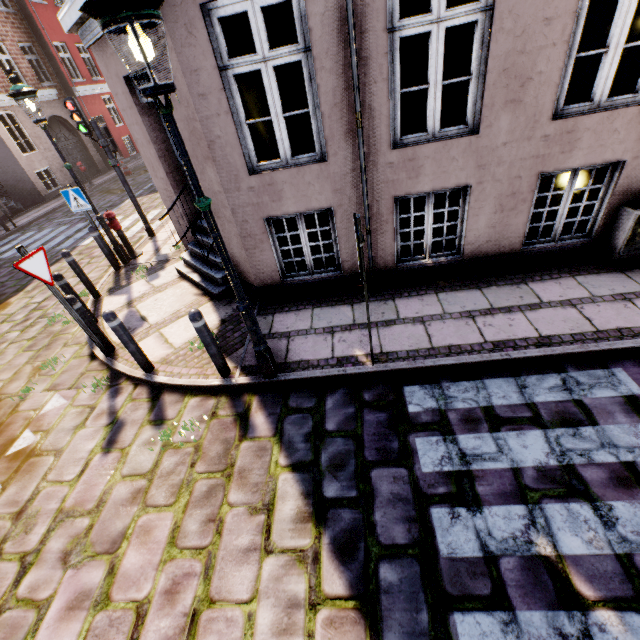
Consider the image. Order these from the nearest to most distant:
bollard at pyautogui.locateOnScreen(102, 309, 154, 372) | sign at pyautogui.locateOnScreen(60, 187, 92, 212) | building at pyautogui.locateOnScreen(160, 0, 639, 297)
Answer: building at pyautogui.locateOnScreen(160, 0, 639, 297) < bollard at pyautogui.locateOnScreen(102, 309, 154, 372) < sign at pyautogui.locateOnScreen(60, 187, 92, 212)

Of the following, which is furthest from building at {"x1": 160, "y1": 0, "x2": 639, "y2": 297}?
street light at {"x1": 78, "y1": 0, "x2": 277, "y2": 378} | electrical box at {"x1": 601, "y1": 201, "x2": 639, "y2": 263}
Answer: street light at {"x1": 78, "y1": 0, "x2": 277, "y2": 378}

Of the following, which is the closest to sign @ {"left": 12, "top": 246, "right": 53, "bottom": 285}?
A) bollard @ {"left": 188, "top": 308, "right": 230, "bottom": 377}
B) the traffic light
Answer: bollard @ {"left": 188, "top": 308, "right": 230, "bottom": 377}

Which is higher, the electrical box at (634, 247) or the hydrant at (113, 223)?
the hydrant at (113, 223)

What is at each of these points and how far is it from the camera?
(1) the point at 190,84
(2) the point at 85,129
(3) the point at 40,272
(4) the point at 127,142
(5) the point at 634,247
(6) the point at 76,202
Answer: (1) building, 3.93m
(2) traffic light, 7.70m
(3) sign, 4.26m
(4) building, 23.05m
(5) electrical box, 4.73m
(6) sign, 7.21m

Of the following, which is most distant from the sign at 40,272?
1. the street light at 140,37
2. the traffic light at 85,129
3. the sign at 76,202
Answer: the traffic light at 85,129

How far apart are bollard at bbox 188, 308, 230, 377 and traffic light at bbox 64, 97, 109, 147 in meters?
7.0 m

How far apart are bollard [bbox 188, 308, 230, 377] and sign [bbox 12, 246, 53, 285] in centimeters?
220cm
